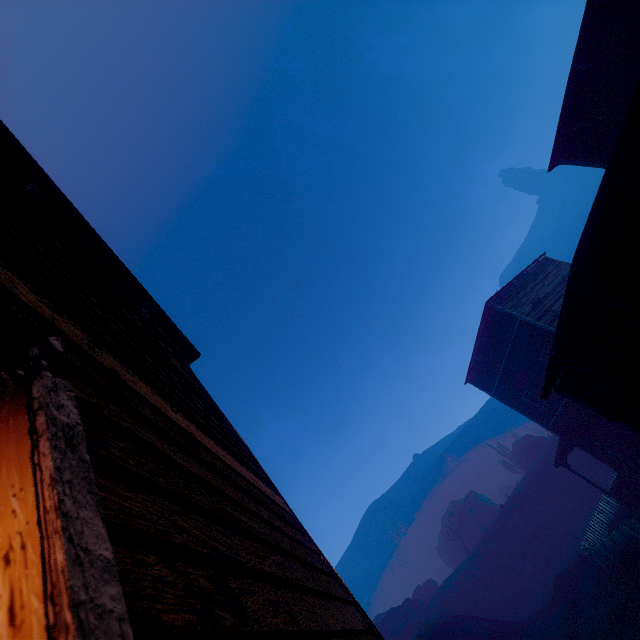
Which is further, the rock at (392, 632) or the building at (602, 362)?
the rock at (392, 632)

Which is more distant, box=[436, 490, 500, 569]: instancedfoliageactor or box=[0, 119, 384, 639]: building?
box=[436, 490, 500, 569]: instancedfoliageactor

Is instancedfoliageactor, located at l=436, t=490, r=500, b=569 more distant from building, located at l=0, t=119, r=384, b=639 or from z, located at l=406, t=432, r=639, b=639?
building, located at l=0, t=119, r=384, b=639

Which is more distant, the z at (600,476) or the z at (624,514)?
the z at (600,476)

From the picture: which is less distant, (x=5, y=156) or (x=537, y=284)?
(x=5, y=156)

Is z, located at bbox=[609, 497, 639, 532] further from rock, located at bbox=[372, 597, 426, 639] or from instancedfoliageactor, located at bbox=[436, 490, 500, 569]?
instancedfoliageactor, located at bbox=[436, 490, 500, 569]

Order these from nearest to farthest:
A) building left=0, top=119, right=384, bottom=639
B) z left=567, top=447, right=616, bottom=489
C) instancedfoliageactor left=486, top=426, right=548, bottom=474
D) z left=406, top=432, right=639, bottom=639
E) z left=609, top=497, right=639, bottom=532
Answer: building left=0, top=119, right=384, bottom=639, z left=406, top=432, right=639, bottom=639, z left=609, top=497, right=639, bottom=532, z left=567, top=447, right=616, bottom=489, instancedfoliageactor left=486, top=426, right=548, bottom=474
